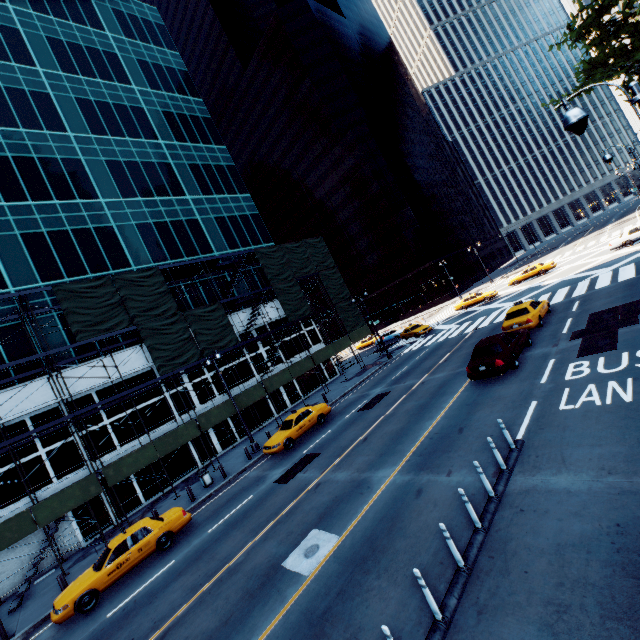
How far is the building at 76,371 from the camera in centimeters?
2224cm

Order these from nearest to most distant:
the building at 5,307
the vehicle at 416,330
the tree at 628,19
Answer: the tree at 628,19 → the building at 5,307 → the vehicle at 416,330

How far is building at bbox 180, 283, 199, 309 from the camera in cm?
2945

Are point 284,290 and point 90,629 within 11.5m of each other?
no

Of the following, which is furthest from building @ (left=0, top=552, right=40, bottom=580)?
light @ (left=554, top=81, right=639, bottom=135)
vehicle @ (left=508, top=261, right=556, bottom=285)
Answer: light @ (left=554, top=81, right=639, bottom=135)

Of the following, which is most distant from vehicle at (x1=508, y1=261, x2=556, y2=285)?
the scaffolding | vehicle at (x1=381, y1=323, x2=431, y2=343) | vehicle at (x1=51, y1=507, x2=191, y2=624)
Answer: vehicle at (x1=51, y1=507, x2=191, y2=624)

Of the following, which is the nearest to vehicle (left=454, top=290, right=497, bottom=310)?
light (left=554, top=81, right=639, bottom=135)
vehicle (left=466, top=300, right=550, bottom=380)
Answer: vehicle (left=466, top=300, right=550, bottom=380)

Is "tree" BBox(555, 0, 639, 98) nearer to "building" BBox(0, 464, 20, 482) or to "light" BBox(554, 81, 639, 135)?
Result: "light" BBox(554, 81, 639, 135)
